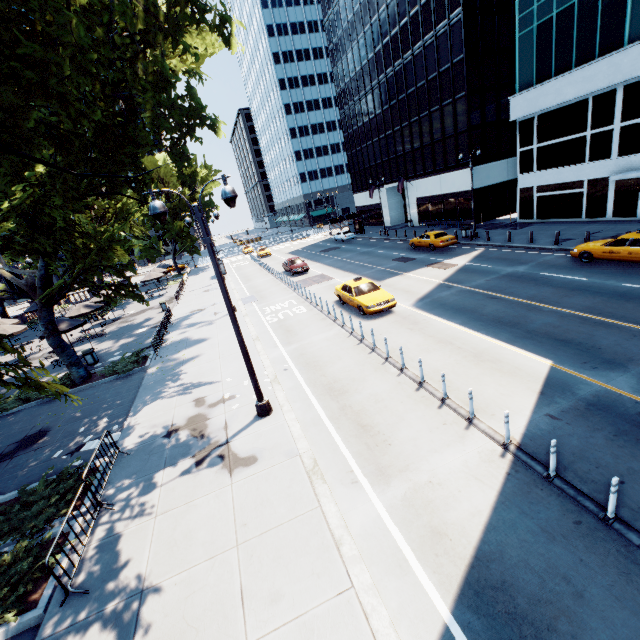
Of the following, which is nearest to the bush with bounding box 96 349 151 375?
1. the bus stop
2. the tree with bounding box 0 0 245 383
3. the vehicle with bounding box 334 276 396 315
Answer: the tree with bounding box 0 0 245 383

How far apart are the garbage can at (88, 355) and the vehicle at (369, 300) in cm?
1568

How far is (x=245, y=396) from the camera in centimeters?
1224cm

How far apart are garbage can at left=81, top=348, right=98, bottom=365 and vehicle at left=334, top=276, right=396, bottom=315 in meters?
15.7

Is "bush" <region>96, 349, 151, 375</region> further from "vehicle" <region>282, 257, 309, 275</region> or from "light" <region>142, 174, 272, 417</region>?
"vehicle" <region>282, 257, 309, 275</region>

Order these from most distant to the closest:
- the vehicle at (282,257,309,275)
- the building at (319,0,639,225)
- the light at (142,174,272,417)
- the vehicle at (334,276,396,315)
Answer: the vehicle at (282,257,309,275)
the building at (319,0,639,225)
the vehicle at (334,276,396,315)
the light at (142,174,272,417)

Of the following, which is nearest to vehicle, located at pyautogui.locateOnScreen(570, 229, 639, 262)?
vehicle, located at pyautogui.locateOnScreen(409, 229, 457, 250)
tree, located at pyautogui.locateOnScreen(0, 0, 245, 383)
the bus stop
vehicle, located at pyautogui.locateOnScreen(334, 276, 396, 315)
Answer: vehicle, located at pyautogui.locateOnScreen(409, 229, 457, 250)

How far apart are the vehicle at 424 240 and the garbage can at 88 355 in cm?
2733
